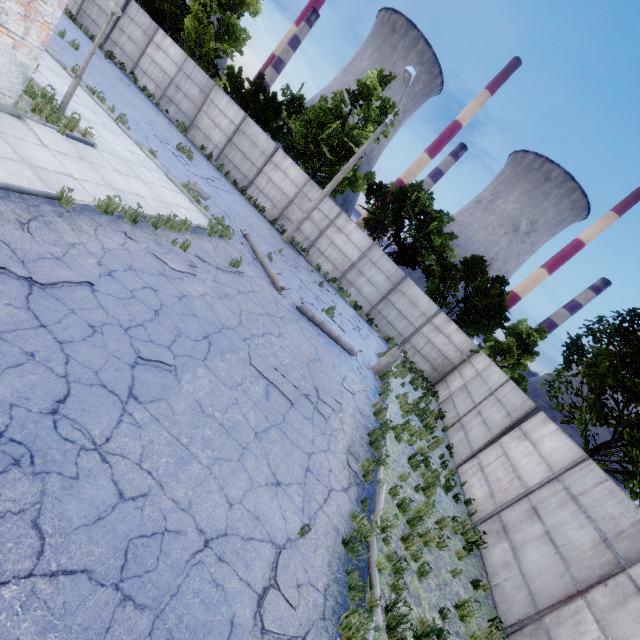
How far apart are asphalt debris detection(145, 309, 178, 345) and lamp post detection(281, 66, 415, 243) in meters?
14.1 m

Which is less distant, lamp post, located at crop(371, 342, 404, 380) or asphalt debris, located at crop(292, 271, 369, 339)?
lamp post, located at crop(371, 342, 404, 380)

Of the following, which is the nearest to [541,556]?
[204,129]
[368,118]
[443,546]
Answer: [443,546]

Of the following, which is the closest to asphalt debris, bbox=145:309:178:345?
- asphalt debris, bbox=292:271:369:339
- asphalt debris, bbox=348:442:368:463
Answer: asphalt debris, bbox=348:442:368:463

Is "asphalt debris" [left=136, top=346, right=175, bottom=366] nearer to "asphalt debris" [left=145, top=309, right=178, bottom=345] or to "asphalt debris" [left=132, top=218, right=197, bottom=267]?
"asphalt debris" [left=145, top=309, right=178, bottom=345]

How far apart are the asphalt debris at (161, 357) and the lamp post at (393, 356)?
9.2m

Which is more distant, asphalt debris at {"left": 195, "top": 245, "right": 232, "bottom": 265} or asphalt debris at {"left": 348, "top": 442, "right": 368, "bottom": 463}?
asphalt debris at {"left": 195, "top": 245, "right": 232, "bottom": 265}

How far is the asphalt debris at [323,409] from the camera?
7.3m
